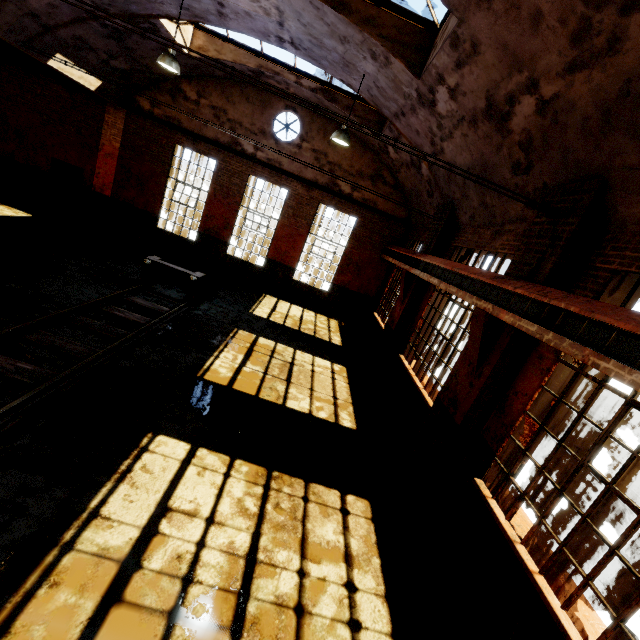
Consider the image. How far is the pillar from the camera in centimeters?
1284cm

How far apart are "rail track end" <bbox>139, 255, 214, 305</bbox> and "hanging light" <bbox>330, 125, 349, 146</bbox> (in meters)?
5.36

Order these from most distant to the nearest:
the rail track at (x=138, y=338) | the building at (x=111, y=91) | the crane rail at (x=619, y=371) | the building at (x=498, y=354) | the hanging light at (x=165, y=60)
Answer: the building at (x=111, y=91) → the hanging light at (x=165, y=60) → the rail track at (x=138, y=338) → the building at (x=498, y=354) → the crane rail at (x=619, y=371)

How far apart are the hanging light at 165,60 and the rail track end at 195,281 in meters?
4.8

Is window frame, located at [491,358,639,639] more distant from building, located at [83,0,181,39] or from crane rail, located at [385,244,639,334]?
crane rail, located at [385,244,639,334]

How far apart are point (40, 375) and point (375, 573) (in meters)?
5.56

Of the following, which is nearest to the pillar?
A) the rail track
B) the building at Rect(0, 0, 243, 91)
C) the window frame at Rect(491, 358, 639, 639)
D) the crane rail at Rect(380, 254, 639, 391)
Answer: the building at Rect(0, 0, 243, 91)

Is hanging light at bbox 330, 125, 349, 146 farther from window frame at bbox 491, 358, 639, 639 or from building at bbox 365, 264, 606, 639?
window frame at bbox 491, 358, 639, 639
